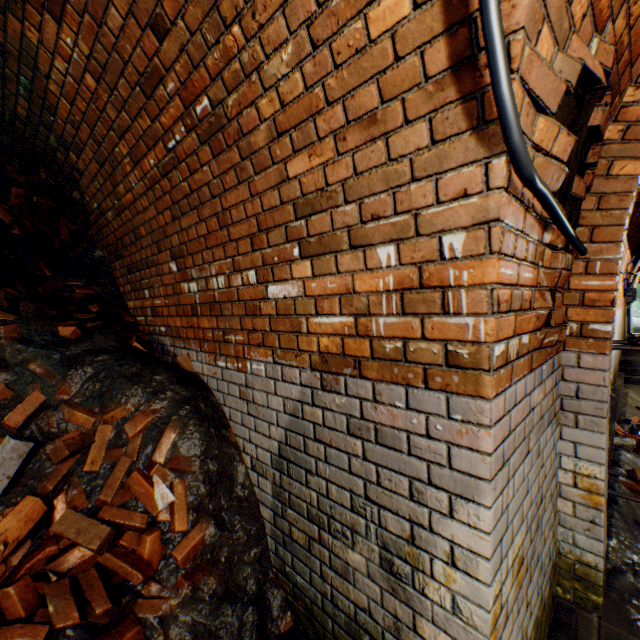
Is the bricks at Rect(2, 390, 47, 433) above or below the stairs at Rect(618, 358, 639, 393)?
above

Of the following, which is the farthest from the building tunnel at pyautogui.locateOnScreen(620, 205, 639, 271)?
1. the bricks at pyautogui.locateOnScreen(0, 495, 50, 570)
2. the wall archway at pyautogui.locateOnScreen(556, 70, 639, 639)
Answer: the bricks at pyautogui.locateOnScreen(0, 495, 50, 570)

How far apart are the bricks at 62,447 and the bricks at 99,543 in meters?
0.2

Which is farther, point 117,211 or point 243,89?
point 117,211

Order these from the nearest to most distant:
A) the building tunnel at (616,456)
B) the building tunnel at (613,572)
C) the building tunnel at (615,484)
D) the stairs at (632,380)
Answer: the building tunnel at (613,572) < the building tunnel at (615,484) < the building tunnel at (616,456) < the stairs at (632,380)

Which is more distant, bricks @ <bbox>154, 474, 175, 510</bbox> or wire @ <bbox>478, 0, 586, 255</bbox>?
bricks @ <bbox>154, 474, 175, 510</bbox>
